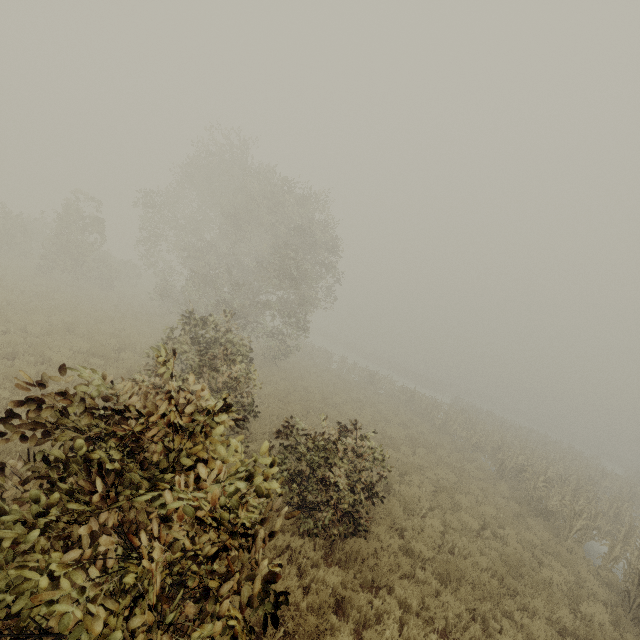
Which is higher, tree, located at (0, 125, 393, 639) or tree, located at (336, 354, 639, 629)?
tree, located at (0, 125, 393, 639)

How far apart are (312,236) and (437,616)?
18.66m

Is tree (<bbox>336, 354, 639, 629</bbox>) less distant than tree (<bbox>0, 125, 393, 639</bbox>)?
No

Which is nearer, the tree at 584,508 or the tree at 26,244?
the tree at 26,244

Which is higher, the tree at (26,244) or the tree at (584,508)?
the tree at (26,244)
